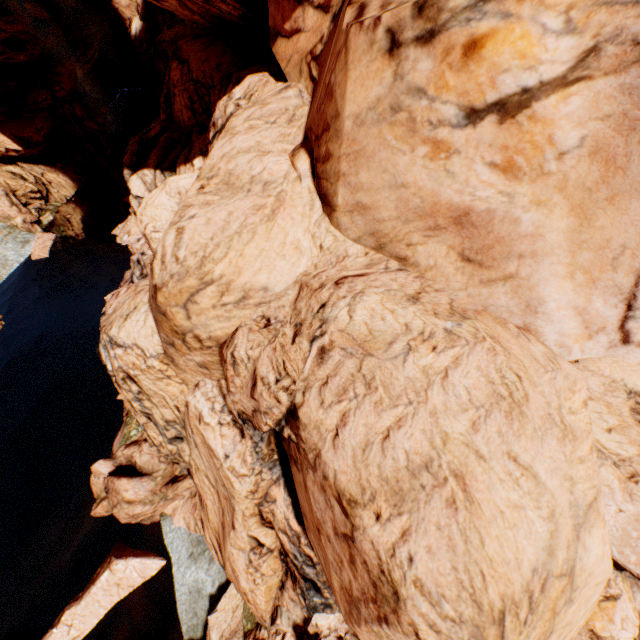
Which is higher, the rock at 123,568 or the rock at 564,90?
the rock at 564,90

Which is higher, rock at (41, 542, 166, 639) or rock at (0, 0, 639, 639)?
rock at (0, 0, 639, 639)

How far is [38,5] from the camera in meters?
26.1

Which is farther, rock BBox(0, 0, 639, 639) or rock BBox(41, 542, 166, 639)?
rock BBox(41, 542, 166, 639)

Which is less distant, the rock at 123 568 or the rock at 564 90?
the rock at 564 90
